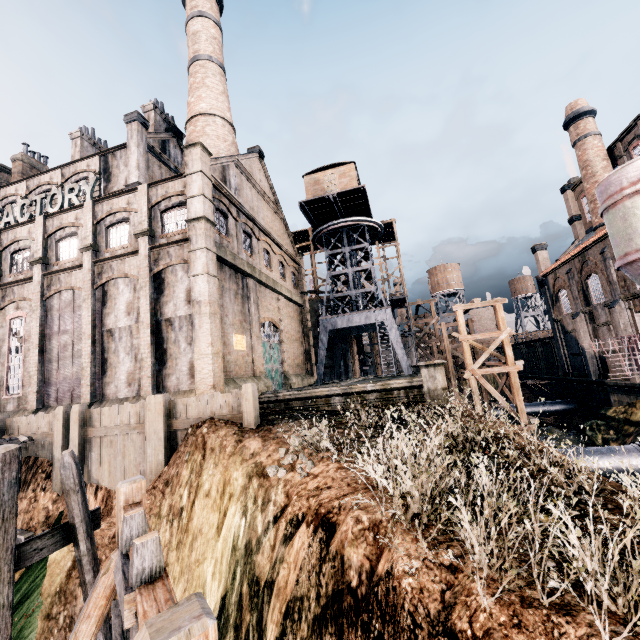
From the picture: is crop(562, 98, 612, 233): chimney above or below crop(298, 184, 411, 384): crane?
above

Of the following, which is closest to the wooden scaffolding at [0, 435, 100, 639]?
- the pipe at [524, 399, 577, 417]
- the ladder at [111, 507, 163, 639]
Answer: the ladder at [111, 507, 163, 639]

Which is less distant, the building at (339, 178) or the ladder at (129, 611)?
the ladder at (129, 611)

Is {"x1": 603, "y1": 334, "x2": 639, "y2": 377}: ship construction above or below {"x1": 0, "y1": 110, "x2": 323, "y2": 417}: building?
below

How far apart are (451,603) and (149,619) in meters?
4.1 m

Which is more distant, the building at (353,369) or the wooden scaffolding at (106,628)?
the building at (353,369)

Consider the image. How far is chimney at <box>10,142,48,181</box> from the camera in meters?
36.5

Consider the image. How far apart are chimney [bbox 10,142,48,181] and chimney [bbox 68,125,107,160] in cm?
754
